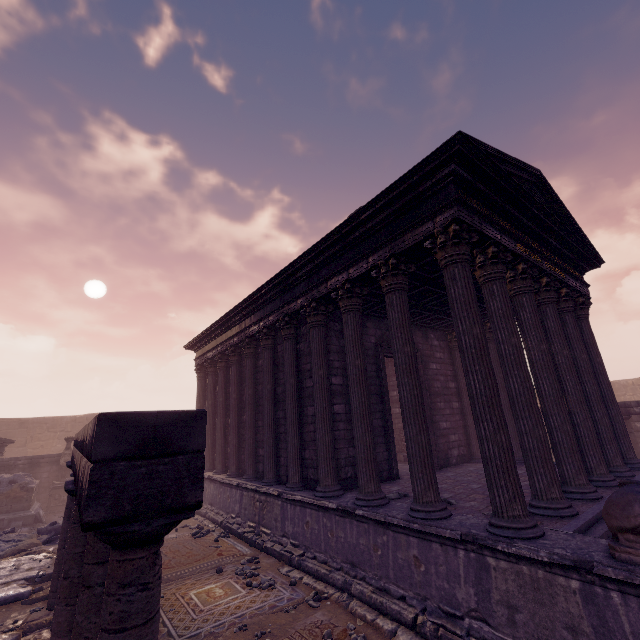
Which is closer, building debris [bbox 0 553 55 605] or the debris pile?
building debris [bbox 0 553 55 605]

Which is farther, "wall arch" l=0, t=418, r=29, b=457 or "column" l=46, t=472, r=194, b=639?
"wall arch" l=0, t=418, r=29, b=457

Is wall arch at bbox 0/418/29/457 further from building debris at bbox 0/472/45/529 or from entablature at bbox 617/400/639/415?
entablature at bbox 617/400/639/415

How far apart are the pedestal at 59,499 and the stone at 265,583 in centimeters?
1295cm

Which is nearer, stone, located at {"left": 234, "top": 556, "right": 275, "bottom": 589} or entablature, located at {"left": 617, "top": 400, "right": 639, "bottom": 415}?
stone, located at {"left": 234, "top": 556, "right": 275, "bottom": 589}

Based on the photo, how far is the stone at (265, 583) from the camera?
6.7 meters

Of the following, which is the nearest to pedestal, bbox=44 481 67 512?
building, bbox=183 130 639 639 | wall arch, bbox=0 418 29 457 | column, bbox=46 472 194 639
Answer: building, bbox=183 130 639 639

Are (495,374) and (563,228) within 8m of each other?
yes
